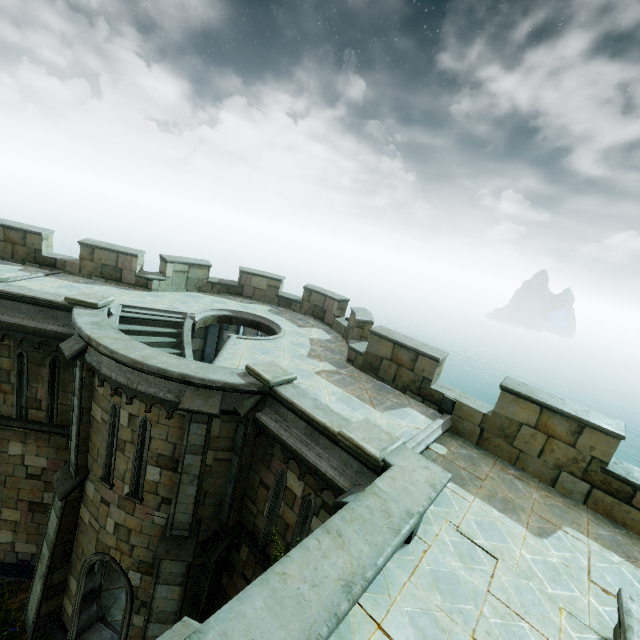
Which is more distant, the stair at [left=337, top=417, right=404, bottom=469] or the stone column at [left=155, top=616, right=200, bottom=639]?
the stair at [left=337, top=417, right=404, bottom=469]

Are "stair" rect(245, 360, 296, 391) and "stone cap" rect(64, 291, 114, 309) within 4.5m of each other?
no

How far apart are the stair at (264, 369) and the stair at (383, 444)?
2.0 meters

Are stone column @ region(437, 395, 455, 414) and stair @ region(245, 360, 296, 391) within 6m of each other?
yes

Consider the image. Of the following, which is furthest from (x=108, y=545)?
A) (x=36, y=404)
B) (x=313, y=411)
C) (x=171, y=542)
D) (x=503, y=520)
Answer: (x=503, y=520)

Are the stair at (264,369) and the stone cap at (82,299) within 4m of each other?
no

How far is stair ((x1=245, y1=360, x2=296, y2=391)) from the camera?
7.6m

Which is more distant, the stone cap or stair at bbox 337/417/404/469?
the stone cap
